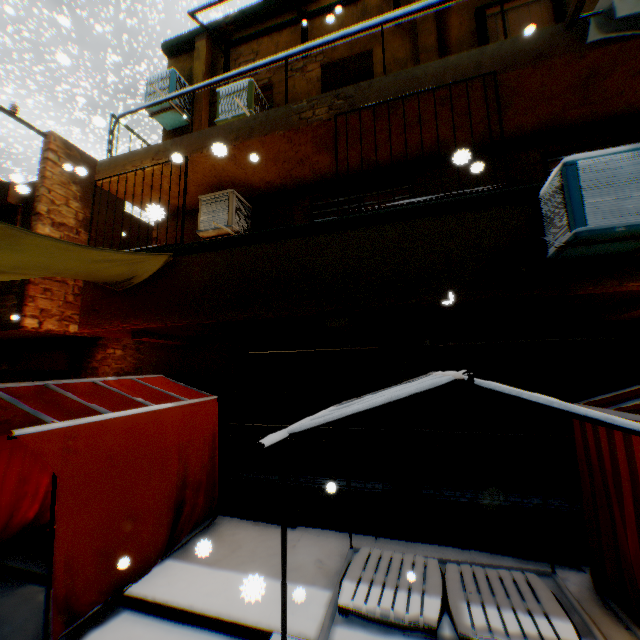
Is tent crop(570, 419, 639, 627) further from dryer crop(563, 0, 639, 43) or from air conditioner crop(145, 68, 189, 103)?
air conditioner crop(145, 68, 189, 103)

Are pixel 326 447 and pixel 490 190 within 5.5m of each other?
yes

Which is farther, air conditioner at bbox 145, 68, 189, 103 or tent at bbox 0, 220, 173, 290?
air conditioner at bbox 145, 68, 189, 103

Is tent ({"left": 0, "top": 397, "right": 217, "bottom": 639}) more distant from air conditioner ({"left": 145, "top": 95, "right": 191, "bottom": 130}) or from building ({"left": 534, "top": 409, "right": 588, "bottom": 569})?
air conditioner ({"left": 145, "top": 95, "right": 191, "bottom": 130})

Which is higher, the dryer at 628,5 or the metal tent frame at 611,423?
the dryer at 628,5

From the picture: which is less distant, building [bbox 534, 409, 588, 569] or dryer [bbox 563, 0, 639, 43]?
dryer [bbox 563, 0, 639, 43]

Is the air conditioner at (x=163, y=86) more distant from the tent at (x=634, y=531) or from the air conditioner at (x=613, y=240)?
the air conditioner at (x=613, y=240)

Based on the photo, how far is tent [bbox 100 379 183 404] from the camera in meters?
5.1
